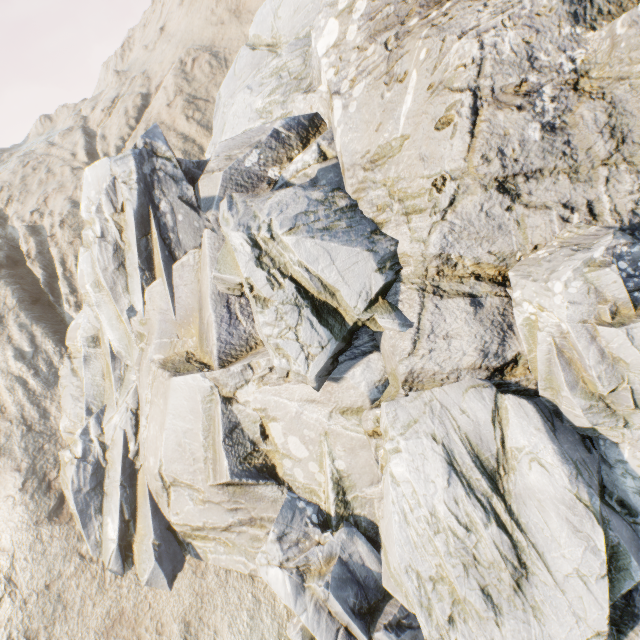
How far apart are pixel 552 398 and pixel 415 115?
7.8 meters
